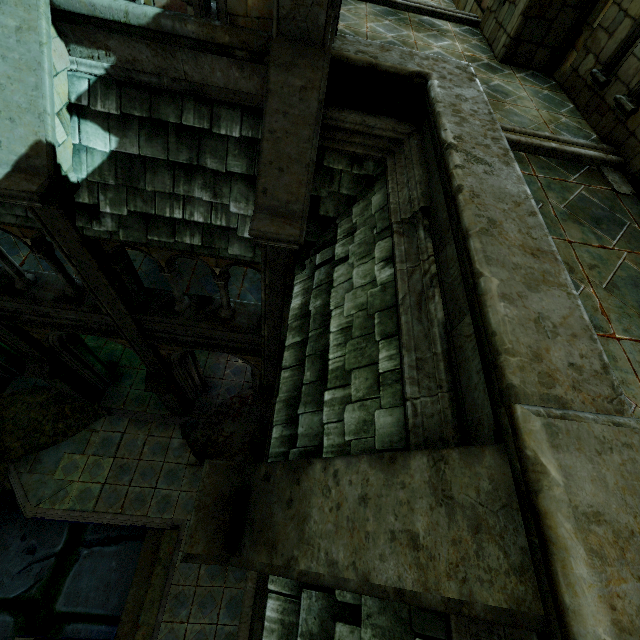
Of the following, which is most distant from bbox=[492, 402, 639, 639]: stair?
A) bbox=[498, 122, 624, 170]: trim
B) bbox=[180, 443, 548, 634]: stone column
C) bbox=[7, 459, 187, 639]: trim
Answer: bbox=[7, 459, 187, 639]: trim

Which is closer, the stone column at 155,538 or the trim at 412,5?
the trim at 412,5

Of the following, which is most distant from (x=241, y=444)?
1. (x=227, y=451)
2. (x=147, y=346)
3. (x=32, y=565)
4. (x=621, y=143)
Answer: (x=621, y=143)

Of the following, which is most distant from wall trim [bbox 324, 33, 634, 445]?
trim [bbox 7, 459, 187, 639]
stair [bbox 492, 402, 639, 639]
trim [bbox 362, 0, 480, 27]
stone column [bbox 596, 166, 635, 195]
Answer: trim [bbox 7, 459, 187, 639]

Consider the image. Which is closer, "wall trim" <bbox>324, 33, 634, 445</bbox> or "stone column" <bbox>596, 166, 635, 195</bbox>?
"wall trim" <bbox>324, 33, 634, 445</bbox>

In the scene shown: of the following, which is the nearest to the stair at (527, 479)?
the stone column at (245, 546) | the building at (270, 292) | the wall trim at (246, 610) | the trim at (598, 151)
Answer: the stone column at (245, 546)

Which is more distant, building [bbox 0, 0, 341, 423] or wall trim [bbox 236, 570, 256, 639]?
wall trim [bbox 236, 570, 256, 639]

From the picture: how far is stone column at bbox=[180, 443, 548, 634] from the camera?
1.4 meters
